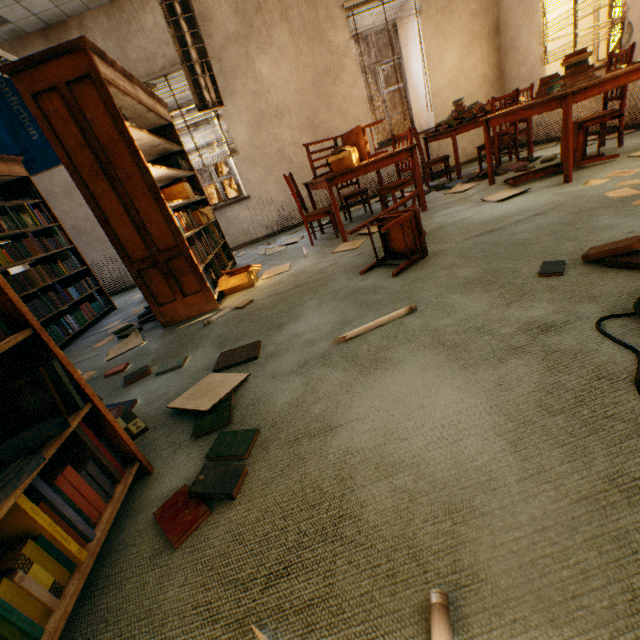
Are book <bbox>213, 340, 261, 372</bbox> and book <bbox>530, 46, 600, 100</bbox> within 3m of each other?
no

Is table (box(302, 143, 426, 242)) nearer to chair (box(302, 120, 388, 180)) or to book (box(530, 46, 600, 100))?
chair (box(302, 120, 388, 180))

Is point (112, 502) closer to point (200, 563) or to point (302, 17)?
point (200, 563)

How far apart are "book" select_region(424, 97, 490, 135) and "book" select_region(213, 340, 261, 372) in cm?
446

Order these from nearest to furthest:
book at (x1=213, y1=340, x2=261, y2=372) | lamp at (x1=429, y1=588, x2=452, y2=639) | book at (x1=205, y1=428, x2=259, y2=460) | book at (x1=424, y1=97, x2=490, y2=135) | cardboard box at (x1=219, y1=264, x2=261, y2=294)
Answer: lamp at (x1=429, y1=588, x2=452, y2=639) < book at (x1=205, y1=428, x2=259, y2=460) < book at (x1=213, y1=340, x2=261, y2=372) < cardboard box at (x1=219, y1=264, x2=261, y2=294) < book at (x1=424, y1=97, x2=490, y2=135)

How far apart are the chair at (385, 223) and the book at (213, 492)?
1.48m

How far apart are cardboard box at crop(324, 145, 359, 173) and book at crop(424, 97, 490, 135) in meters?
1.8

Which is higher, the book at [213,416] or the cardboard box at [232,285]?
the cardboard box at [232,285]
